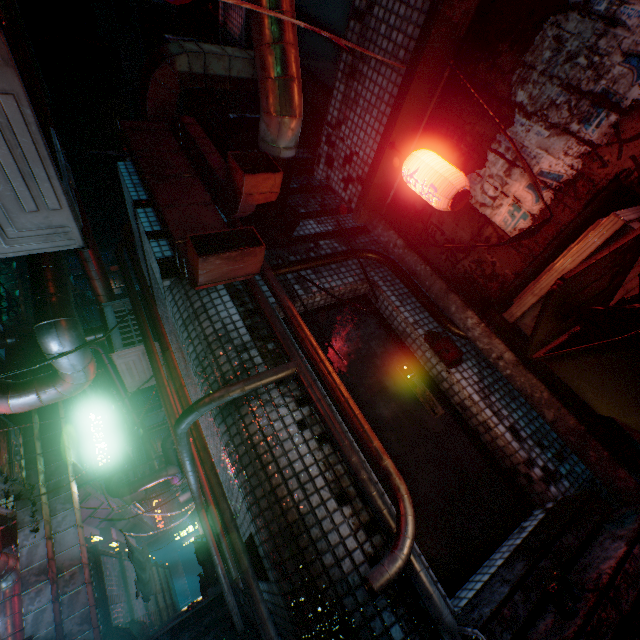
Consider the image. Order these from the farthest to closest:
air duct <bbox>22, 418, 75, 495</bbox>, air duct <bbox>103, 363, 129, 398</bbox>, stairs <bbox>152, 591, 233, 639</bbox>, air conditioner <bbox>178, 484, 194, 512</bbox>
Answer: air conditioner <bbox>178, 484, 194, 512</bbox> → air duct <bbox>103, 363, 129, 398</bbox> → air duct <bbox>22, 418, 75, 495</bbox> → stairs <bbox>152, 591, 233, 639</bbox>

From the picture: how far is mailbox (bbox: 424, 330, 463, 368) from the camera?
2.59m

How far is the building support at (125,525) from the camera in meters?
8.6 m

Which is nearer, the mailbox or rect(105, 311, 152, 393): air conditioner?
the mailbox

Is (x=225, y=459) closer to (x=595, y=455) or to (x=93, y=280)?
(x=595, y=455)

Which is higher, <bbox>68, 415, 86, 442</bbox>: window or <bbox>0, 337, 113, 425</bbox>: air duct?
<bbox>68, 415, 86, 442</bbox>: window

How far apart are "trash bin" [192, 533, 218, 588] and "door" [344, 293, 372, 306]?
7.0 meters

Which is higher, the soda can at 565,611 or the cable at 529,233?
the cable at 529,233
